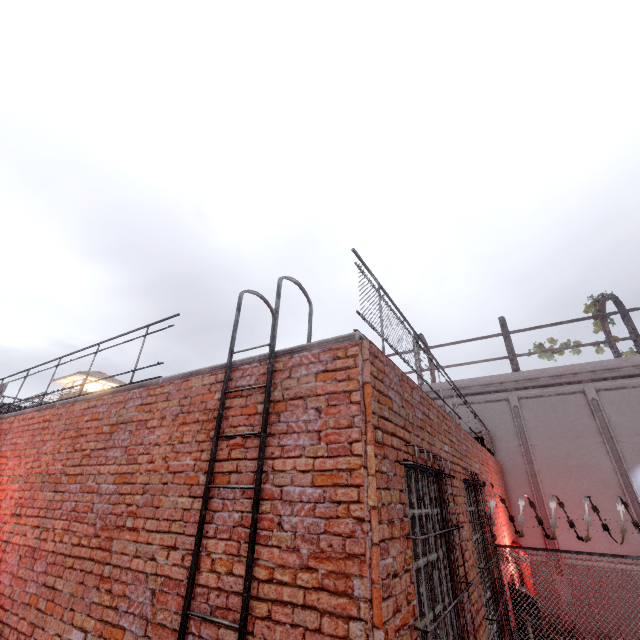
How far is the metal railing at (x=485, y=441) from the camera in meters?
3.5

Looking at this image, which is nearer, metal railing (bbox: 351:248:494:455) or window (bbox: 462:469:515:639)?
metal railing (bbox: 351:248:494:455)

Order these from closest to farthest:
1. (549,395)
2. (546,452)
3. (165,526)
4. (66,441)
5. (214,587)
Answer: (214,587) < (165,526) < (66,441) < (546,452) < (549,395)

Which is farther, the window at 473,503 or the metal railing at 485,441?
the window at 473,503

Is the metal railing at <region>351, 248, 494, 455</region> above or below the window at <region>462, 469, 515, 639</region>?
above

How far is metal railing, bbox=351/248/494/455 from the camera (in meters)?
3.53
